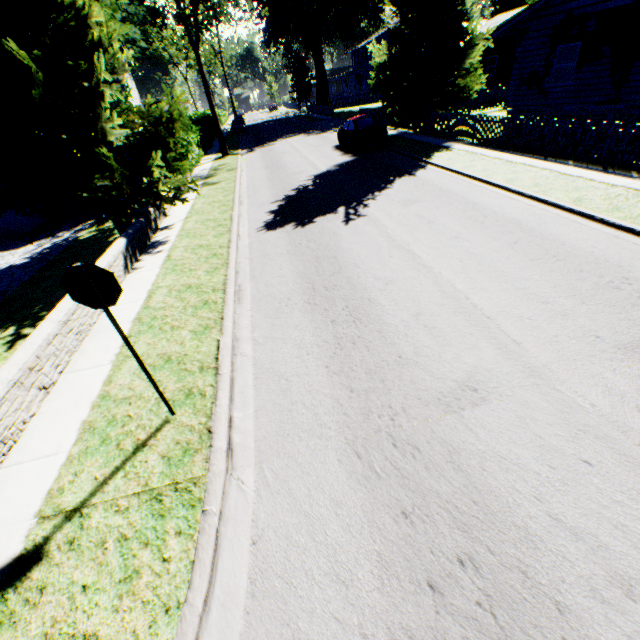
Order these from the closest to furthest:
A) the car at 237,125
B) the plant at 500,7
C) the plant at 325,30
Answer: the plant at 325,30, the plant at 500,7, the car at 237,125

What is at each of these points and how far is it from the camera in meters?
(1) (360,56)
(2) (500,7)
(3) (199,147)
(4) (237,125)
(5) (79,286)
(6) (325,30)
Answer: (1) house, 59.1
(2) plant, 39.0
(3) hedge, 26.2
(4) car, 41.6
(5) sign, 3.3
(6) plant, 52.6

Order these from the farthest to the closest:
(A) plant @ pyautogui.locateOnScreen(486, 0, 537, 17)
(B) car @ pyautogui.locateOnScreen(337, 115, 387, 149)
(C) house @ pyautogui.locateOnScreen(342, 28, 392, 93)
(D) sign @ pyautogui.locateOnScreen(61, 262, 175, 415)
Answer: (C) house @ pyautogui.locateOnScreen(342, 28, 392, 93), (A) plant @ pyautogui.locateOnScreen(486, 0, 537, 17), (B) car @ pyautogui.locateOnScreen(337, 115, 387, 149), (D) sign @ pyautogui.locateOnScreen(61, 262, 175, 415)

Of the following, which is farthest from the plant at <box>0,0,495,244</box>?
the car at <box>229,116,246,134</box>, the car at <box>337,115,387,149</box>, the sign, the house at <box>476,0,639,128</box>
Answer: the car at <box>229,116,246,134</box>

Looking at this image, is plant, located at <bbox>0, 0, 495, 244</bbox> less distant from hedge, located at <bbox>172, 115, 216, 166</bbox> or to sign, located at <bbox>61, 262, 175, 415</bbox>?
hedge, located at <bbox>172, 115, 216, 166</bbox>

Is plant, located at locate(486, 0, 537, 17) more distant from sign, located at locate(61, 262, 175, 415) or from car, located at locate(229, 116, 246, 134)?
car, located at locate(229, 116, 246, 134)

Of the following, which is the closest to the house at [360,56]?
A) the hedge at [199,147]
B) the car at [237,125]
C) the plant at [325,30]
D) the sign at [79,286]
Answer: the plant at [325,30]

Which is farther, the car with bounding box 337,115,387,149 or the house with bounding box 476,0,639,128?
the car with bounding box 337,115,387,149
